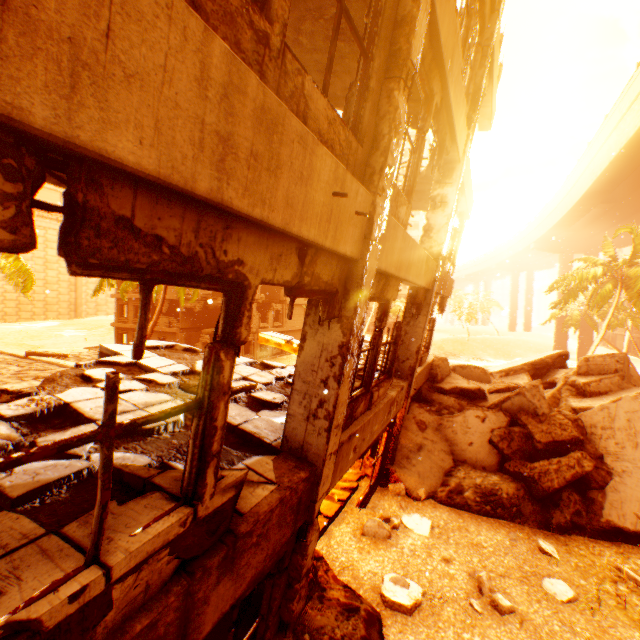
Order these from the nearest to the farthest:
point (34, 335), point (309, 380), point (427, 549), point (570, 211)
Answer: point (309, 380), point (427, 549), point (570, 211), point (34, 335)

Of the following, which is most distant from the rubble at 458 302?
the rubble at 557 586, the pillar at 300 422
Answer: the rubble at 557 586

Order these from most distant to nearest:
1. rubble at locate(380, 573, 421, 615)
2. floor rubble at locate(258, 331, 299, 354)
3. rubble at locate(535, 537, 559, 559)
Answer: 1. floor rubble at locate(258, 331, 299, 354)
2. rubble at locate(535, 537, 559, 559)
3. rubble at locate(380, 573, 421, 615)

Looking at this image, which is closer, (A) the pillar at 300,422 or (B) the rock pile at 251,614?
(A) the pillar at 300,422

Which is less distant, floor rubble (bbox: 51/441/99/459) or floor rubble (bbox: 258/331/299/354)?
floor rubble (bbox: 51/441/99/459)

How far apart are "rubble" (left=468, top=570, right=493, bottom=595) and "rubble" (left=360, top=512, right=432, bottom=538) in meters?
1.4

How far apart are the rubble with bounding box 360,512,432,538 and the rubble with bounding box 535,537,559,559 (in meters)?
2.72

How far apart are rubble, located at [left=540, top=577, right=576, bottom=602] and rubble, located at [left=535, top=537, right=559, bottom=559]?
0.7 meters
